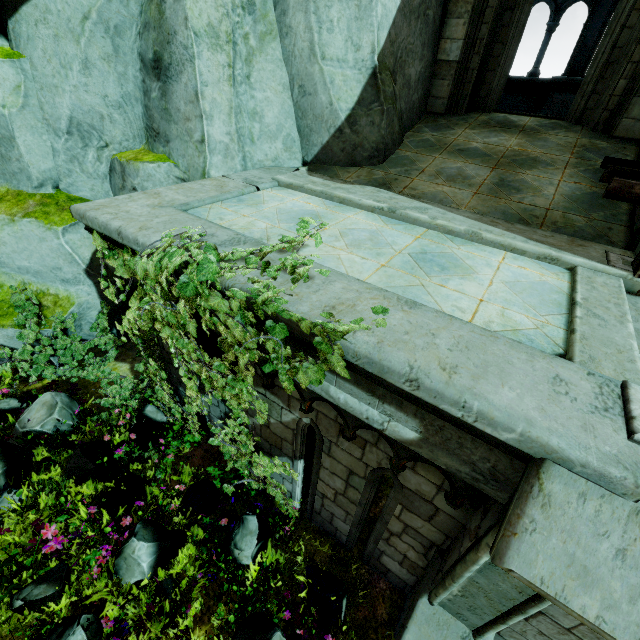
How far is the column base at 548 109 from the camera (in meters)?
9.34

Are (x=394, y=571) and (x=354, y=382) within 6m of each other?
yes

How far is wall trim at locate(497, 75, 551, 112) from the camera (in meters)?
9.91

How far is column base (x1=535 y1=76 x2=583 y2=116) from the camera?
9.3 meters

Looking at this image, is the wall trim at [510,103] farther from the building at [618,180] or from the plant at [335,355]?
the plant at [335,355]

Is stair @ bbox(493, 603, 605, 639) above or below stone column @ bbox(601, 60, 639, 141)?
below

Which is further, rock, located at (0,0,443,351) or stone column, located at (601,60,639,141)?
stone column, located at (601,60,639,141)

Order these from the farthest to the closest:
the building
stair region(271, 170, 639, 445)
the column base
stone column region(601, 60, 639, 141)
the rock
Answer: the column base
stone column region(601, 60, 639, 141)
the rock
the building
stair region(271, 170, 639, 445)
